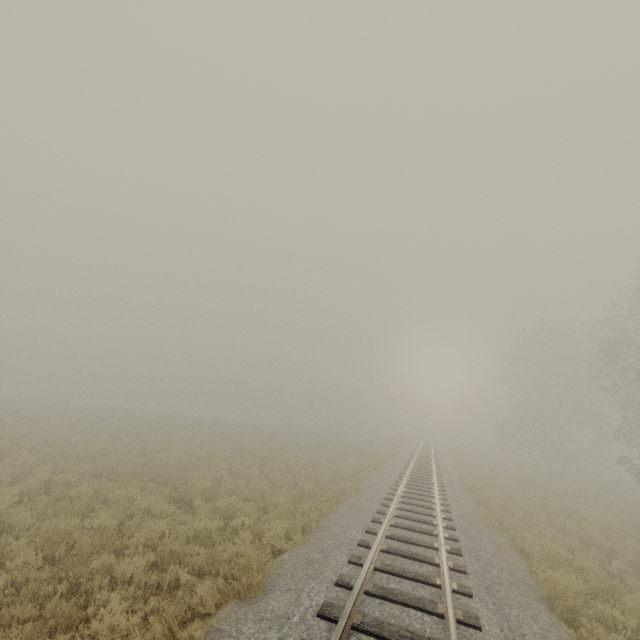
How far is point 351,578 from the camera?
6.25m
